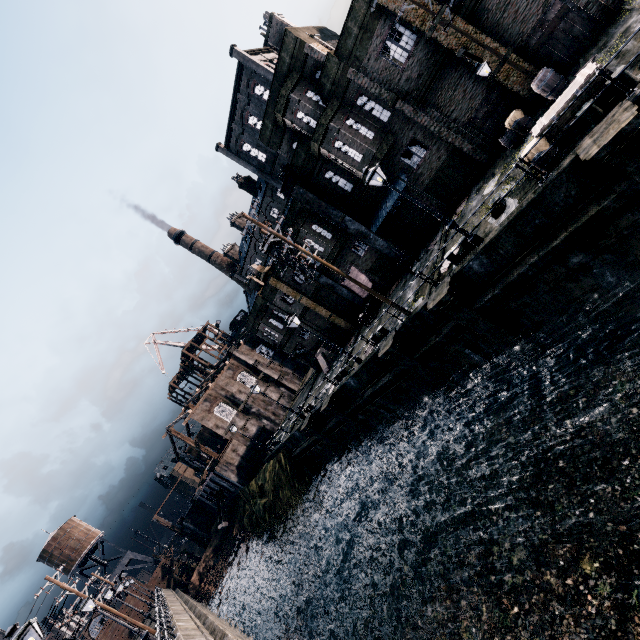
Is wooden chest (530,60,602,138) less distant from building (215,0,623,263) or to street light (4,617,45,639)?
building (215,0,623,263)

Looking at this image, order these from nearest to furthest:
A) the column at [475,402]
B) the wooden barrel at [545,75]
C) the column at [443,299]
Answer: the column at [443,299]
the wooden barrel at [545,75]
the column at [475,402]

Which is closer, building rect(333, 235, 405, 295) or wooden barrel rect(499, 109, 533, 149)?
wooden barrel rect(499, 109, 533, 149)

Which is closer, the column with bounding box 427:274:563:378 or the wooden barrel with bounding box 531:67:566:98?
the column with bounding box 427:274:563:378

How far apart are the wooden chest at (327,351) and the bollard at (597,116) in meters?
26.0

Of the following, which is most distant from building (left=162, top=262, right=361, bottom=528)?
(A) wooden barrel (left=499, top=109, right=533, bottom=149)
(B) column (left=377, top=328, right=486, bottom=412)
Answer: (A) wooden barrel (left=499, top=109, right=533, bottom=149)

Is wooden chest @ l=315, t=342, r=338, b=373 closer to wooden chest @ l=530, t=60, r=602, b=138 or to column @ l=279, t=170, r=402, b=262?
column @ l=279, t=170, r=402, b=262

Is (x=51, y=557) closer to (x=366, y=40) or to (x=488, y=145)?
(x=366, y=40)
